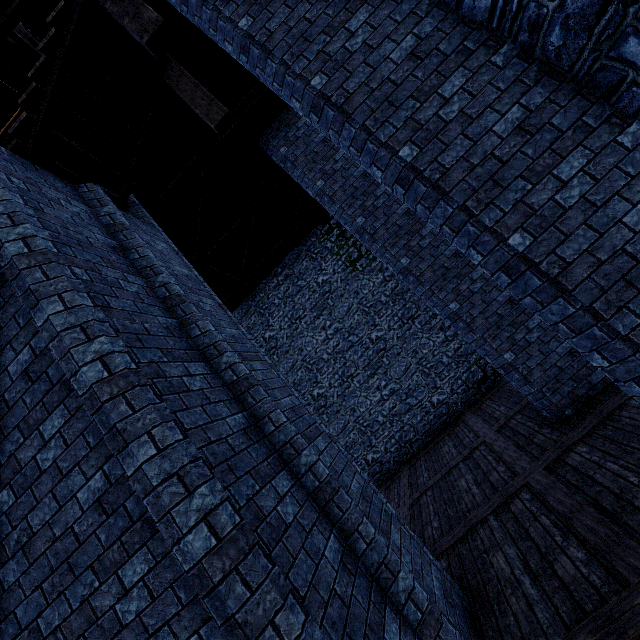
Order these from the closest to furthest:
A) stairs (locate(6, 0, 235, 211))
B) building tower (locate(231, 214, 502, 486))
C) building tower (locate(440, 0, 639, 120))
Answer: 1. building tower (locate(440, 0, 639, 120))
2. stairs (locate(6, 0, 235, 211))
3. building tower (locate(231, 214, 502, 486))

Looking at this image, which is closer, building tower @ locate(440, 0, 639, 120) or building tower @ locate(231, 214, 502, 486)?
building tower @ locate(440, 0, 639, 120)

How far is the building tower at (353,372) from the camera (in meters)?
12.66

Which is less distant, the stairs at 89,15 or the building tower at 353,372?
the stairs at 89,15

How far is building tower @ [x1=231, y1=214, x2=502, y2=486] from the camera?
12.7m

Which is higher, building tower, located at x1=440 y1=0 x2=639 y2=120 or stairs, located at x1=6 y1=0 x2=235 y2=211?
stairs, located at x1=6 y1=0 x2=235 y2=211

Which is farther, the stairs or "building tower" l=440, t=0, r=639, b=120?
the stairs

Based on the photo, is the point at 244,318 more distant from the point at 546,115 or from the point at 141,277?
the point at 546,115
